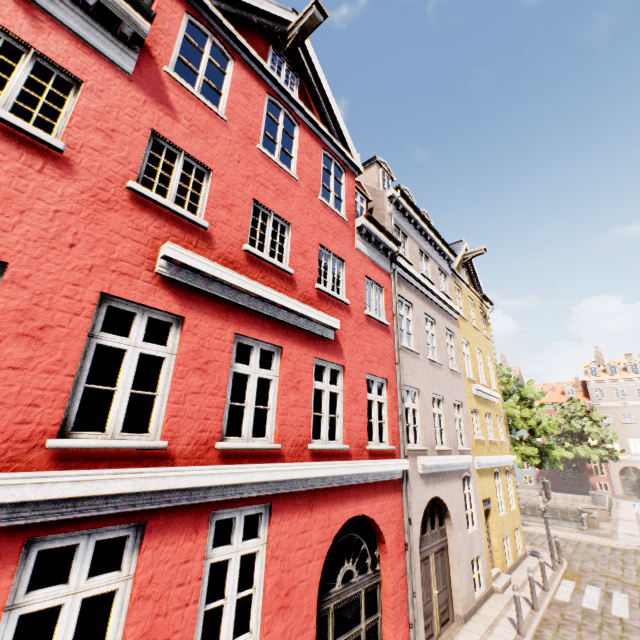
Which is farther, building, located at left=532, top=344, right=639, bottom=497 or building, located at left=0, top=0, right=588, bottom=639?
building, located at left=532, top=344, right=639, bottom=497

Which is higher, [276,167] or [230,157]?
[276,167]

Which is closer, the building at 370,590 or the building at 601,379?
the building at 370,590
